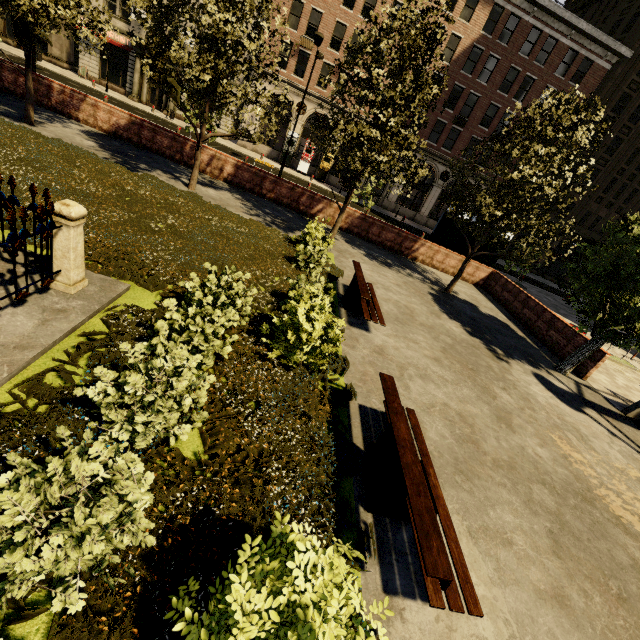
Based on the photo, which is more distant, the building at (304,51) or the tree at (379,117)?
the building at (304,51)

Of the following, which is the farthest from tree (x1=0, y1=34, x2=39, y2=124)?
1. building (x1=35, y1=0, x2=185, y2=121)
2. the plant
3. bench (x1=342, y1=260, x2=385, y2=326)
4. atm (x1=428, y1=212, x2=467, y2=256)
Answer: atm (x1=428, y1=212, x2=467, y2=256)

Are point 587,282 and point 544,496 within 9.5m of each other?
yes

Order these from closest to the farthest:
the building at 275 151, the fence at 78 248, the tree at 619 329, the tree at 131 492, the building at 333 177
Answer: the tree at 131 492 → the fence at 78 248 → the tree at 619 329 → the building at 275 151 → the building at 333 177

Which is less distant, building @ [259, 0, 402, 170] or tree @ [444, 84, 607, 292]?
tree @ [444, 84, 607, 292]

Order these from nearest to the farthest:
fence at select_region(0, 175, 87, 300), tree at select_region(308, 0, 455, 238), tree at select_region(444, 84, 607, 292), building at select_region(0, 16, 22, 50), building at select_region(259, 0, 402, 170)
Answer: fence at select_region(0, 175, 87, 300)
tree at select_region(308, 0, 455, 238)
tree at select_region(444, 84, 607, 292)
building at select_region(259, 0, 402, 170)
building at select_region(0, 16, 22, 50)

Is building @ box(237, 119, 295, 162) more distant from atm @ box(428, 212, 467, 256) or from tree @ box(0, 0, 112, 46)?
atm @ box(428, 212, 467, 256)

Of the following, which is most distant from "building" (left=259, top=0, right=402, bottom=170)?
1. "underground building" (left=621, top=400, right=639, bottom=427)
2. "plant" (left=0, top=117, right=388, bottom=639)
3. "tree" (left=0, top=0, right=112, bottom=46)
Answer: "underground building" (left=621, top=400, right=639, bottom=427)
